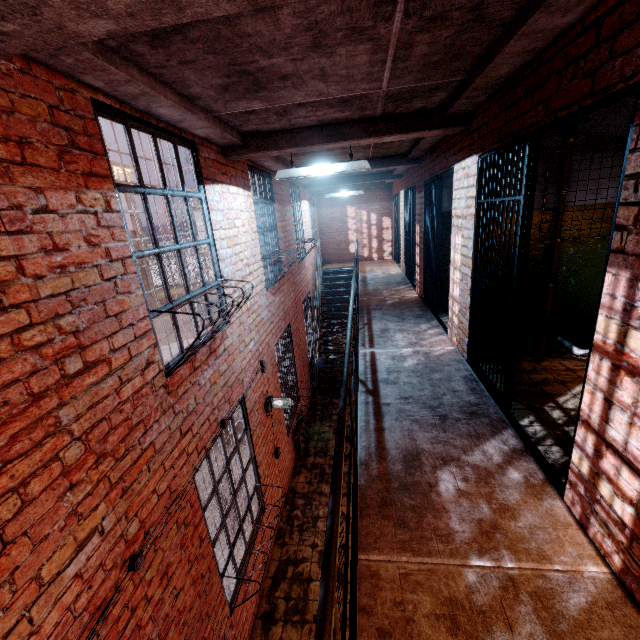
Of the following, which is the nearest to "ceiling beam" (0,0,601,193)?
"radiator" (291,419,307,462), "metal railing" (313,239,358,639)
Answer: "metal railing" (313,239,358,639)

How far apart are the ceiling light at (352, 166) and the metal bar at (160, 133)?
1.0 meters

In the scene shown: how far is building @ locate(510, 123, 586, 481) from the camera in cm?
271

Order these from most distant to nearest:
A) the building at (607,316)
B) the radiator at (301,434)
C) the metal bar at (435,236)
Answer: the radiator at (301,434)
the metal bar at (435,236)
the building at (607,316)

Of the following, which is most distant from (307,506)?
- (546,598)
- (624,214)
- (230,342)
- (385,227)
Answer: (385,227)

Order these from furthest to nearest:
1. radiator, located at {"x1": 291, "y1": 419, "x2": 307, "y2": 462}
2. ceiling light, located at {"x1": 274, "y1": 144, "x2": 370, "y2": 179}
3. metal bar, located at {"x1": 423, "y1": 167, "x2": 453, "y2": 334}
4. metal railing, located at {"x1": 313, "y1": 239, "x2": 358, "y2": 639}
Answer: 1. radiator, located at {"x1": 291, "y1": 419, "x2": 307, "y2": 462}
2. metal bar, located at {"x1": 423, "y1": 167, "x2": 453, "y2": 334}
3. ceiling light, located at {"x1": 274, "y1": 144, "x2": 370, "y2": 179}
4. metal railing, located at {"x1": 313, "y1": 239, "x2": 358, "y2": 639}

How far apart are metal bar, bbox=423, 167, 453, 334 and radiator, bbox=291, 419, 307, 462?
3.1 meters

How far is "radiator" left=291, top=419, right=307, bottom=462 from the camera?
6.77m
